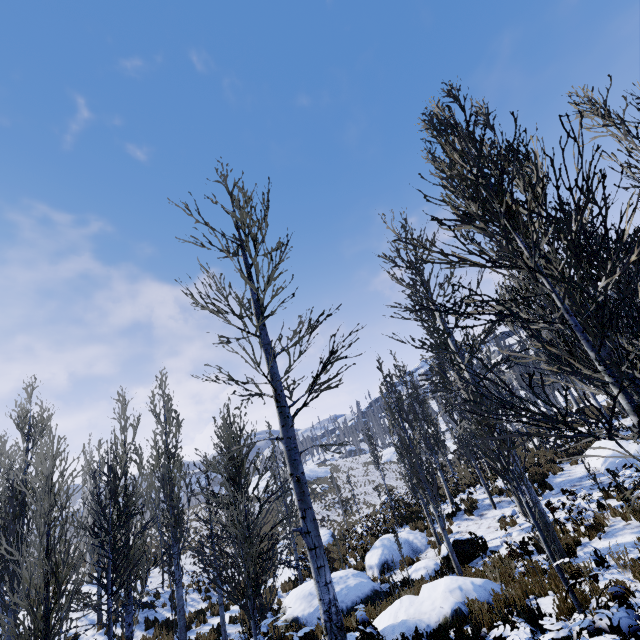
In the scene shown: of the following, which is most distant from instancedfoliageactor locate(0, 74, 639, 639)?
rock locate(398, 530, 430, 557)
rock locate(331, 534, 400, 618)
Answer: rock locate(331, 534, 400, 618)

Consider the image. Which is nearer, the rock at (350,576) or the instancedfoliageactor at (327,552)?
the instancedfoliageactor at (327,552)

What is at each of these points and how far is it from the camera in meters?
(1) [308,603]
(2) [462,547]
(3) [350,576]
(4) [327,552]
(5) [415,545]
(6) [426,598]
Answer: (1) rock, 11.7
(2) rock, 12.2
(3) rock, 12.8
(4) instancedfoliageactor, 16.6
(5) rock, 15.3
(6) rock, 8.1

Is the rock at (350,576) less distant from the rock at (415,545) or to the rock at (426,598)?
the rock at (415,545)

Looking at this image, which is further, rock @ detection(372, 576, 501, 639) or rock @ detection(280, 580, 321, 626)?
rock @ detection(280, 580, 321, 626)

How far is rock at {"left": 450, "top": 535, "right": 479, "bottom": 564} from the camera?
12.0 meters

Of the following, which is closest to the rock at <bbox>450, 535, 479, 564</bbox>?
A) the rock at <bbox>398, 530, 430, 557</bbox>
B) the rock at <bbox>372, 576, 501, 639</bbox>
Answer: the rock at <bbox>398, 530, 430, 557</bbox>
